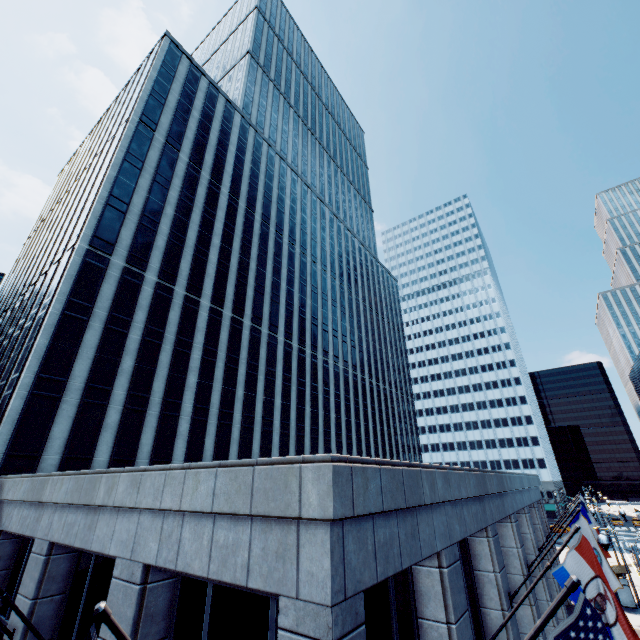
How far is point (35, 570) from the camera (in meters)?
10.48

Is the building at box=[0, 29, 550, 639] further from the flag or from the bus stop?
the bus stop

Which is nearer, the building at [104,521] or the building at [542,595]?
the building at [104,521]

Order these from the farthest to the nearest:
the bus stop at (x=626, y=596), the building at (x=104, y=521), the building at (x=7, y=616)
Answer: the bus stop at (x=626, y=596) < the building at (x=7, y=616) < the building at (x=104, y=521)

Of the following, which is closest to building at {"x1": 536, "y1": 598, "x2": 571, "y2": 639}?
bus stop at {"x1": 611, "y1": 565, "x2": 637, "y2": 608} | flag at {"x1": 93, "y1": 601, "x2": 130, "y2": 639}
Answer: flag at {"x1": 93, "y1": 601, "x2": 130, "y2": 639}
